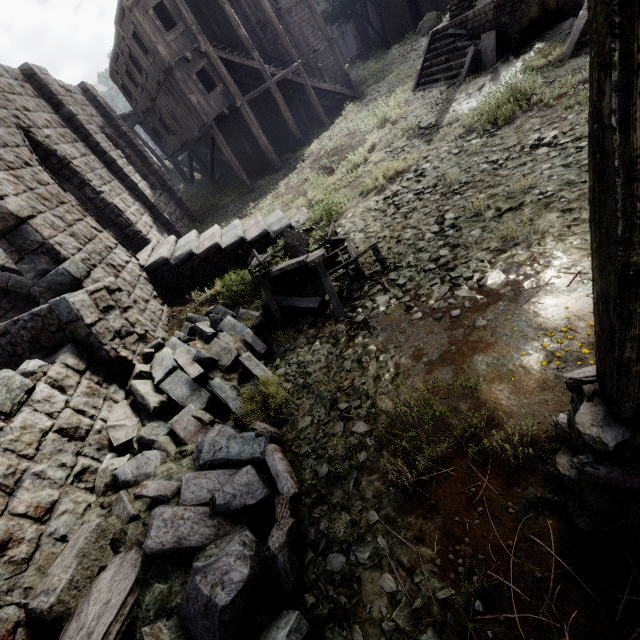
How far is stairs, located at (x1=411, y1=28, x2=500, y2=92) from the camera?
11.59m

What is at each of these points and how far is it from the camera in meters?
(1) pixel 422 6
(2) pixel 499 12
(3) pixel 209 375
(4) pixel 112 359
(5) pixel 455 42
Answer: (1) building, 31.7
(2) building base, 11.0
(3) rubble, 5.7
(4) building, 5.8
(5) stairs, 13.1

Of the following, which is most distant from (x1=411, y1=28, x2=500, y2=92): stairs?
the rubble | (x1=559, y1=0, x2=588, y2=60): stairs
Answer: the rubble

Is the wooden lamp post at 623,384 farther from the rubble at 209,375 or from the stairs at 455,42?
the stairs at 455,42

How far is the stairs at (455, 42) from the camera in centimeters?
1159cm

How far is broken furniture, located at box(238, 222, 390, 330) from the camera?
5.8 meters

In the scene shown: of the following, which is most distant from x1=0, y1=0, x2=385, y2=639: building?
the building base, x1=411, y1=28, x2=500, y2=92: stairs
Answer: x1=411, y1=28, x2=500, y2=92: stairs

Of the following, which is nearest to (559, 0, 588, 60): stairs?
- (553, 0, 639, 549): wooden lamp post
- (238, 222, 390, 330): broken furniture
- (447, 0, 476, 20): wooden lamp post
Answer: (238, 222, 390, 330): broken furniture
